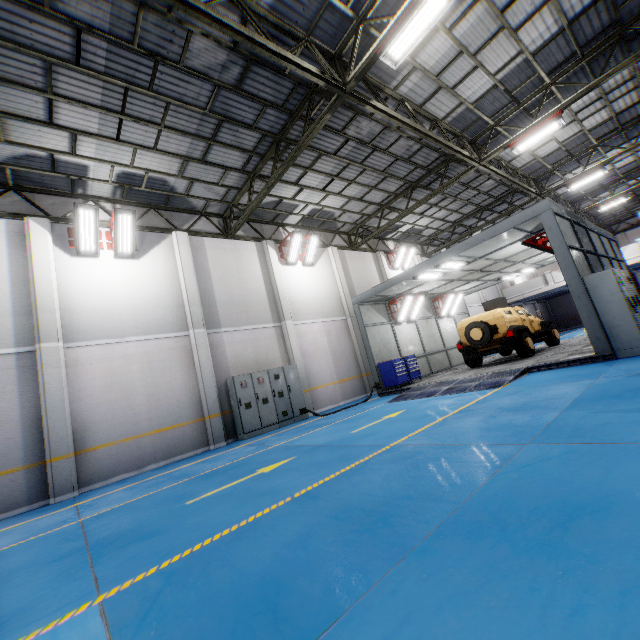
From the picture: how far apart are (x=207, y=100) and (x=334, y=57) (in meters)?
3.50

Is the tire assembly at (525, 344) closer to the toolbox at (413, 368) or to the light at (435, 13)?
the toolbox at (413, 368)

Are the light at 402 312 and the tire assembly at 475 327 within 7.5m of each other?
yes

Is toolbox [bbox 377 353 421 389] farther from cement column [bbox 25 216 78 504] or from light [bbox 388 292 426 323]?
cement column [bbox 25 216 78 504]

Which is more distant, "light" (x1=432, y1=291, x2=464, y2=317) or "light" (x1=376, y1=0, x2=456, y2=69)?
"light" (x1=432, y1=291, x2=464, y2=317)

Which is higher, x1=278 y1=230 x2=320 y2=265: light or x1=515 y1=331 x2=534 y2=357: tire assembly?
x1=278 y1=230 x2=320 y2=265: light

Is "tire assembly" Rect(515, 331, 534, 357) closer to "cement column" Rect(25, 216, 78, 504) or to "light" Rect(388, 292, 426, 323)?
"light" Rect(388, 292, 426, 323)

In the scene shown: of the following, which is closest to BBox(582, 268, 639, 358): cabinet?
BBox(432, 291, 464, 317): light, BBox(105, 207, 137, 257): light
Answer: BBox(432, 291, 464, 317): light
